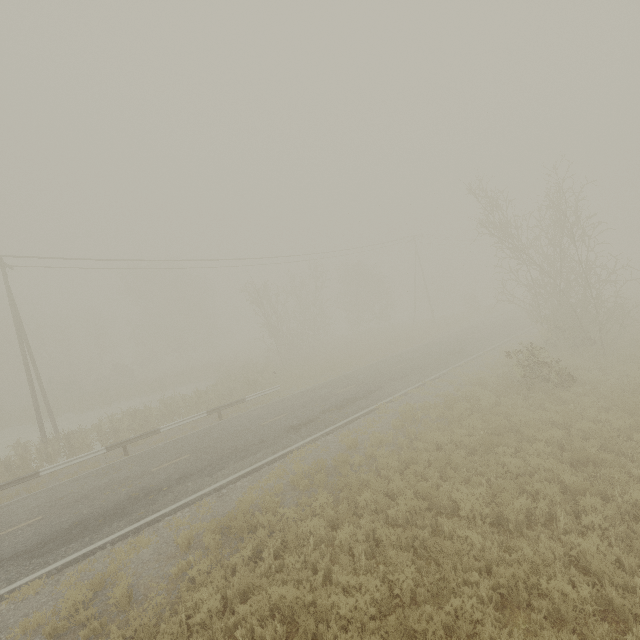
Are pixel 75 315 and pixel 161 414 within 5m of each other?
no
